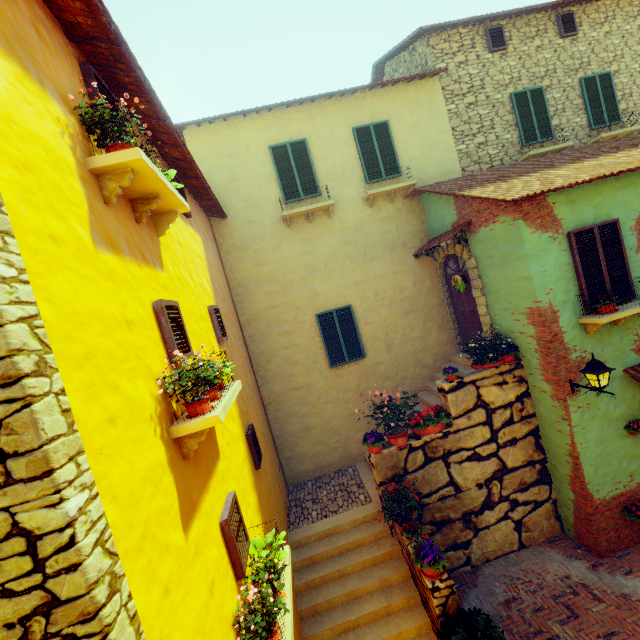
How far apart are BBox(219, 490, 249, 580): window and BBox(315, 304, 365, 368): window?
5.60m

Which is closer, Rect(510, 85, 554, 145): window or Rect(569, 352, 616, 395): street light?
Rect(569, 352, 616, 395): street light

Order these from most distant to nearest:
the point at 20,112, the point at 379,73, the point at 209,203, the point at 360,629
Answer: the point at 379,73 → the point at 209,203 → the point at 360,629 → the point at 20,112

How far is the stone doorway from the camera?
8.0m

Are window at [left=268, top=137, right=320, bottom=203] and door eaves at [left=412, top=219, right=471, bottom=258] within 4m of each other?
yes

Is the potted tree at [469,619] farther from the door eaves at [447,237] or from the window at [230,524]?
the door eaves at [447,237]

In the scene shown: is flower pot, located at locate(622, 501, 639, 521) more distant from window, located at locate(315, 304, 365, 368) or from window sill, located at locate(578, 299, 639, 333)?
window, located at locate(315, 304, 365, 368)

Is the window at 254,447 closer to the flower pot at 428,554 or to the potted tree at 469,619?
the flower pot at 428,554
